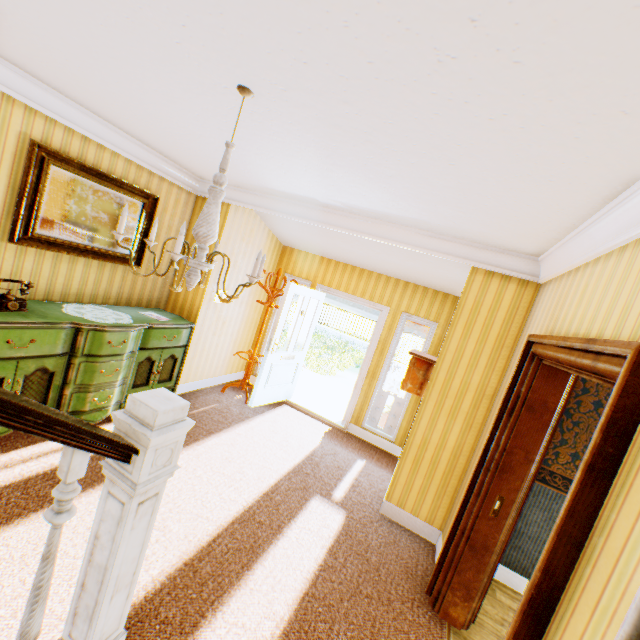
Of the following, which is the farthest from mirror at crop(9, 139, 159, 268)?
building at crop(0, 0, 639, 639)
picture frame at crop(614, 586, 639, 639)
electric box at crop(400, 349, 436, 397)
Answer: picture frame at crop(614, 586, 639, 639)

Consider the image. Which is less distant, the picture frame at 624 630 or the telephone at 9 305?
the picture frame at 624 630

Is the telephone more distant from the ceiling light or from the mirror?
the ceiling light

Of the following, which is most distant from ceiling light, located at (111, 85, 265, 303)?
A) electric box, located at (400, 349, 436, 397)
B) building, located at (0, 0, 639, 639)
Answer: electric box, located at (400, 349, 436, 397)

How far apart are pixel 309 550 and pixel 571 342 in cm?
269

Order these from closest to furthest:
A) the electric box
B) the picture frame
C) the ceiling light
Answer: the picture frame, the ceiling light, the electric box

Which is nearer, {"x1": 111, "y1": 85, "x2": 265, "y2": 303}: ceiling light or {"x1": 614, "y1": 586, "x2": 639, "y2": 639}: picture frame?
{"x1": 614, "y1": 586, "x2": 639, "y2": 639}: picture frame

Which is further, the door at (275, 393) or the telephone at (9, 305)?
the door at (275, 393)
